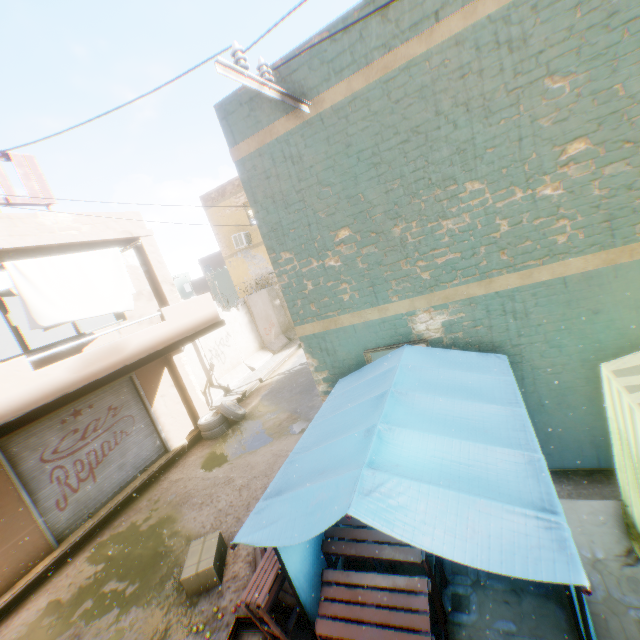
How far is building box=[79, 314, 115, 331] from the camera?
11.8m

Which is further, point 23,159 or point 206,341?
point 206,341

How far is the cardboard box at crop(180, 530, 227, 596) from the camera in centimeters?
516cm

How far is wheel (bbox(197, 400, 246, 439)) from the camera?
10.5m

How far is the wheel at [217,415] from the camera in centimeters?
1048cm

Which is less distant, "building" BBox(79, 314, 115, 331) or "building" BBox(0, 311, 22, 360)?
"building" BBox(79, 314, 115, 331)

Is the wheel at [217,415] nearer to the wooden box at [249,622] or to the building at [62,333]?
the building at [62,333]

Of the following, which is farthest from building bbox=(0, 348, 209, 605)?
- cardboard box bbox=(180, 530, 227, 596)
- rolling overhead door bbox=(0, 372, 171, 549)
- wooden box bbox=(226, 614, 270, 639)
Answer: wooden box bbox=(226, 614, 270, 639)
